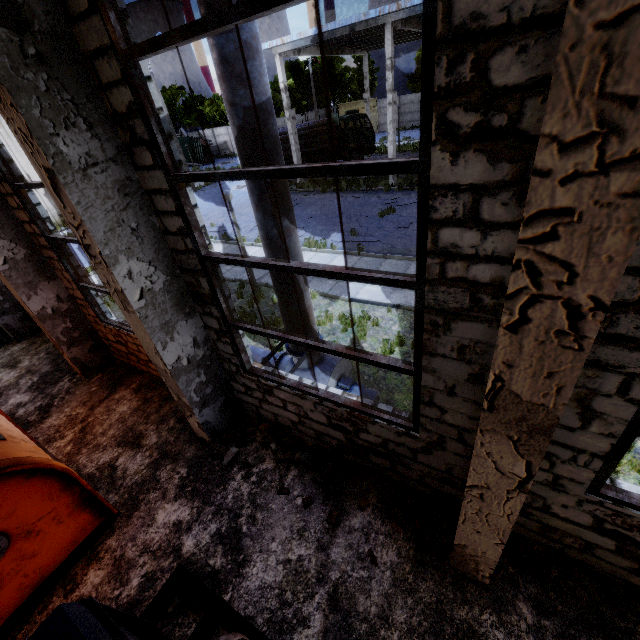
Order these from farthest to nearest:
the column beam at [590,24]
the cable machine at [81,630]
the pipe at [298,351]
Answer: the pipe at [298,351] < the cable machine at [81,630] < the column beam at [590,24]

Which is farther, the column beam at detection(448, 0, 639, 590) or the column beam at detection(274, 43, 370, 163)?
the column beam at detection(274, 43, 370, 163)

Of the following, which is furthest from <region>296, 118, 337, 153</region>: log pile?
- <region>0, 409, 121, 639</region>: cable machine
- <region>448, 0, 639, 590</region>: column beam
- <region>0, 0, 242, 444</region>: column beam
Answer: <region>448, 0, 639, 590</region>: column beam

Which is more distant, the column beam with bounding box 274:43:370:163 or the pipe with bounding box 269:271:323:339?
the column beam with bounding box 274:43:370:163

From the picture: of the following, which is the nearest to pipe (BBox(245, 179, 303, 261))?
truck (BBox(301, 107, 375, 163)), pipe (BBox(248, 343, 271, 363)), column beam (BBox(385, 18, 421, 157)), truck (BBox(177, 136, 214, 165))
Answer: pipe (BBox(248, 343, 271, 363))

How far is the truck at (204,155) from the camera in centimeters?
4153cm

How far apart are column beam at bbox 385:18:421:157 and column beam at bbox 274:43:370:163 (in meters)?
6.57

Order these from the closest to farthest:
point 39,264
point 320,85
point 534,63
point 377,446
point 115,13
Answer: point 534,63
point 115,13
point 377,446
point 39,264
point 320,85
